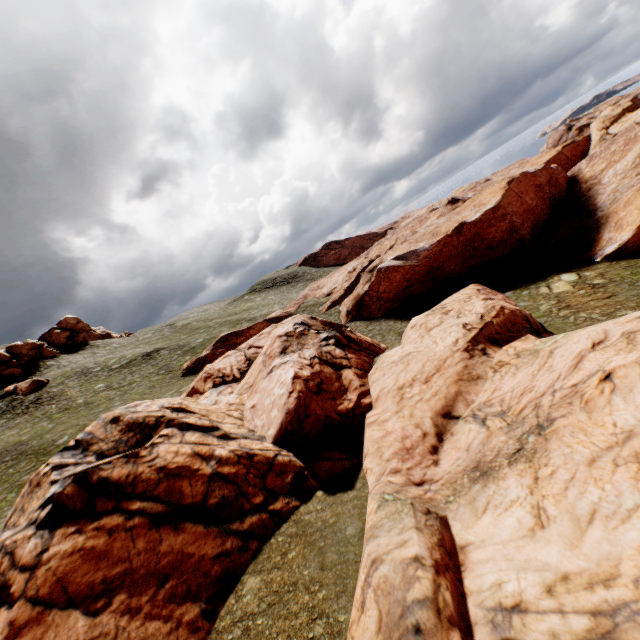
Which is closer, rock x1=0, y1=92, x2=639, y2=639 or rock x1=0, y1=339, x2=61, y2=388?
rock x1=0, y1=92, x2=639, y2=639

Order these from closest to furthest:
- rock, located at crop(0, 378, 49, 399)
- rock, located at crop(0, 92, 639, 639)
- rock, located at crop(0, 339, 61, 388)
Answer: rock, located at crop(0, 92, 639, 639) < rock, located at crop(0, 378, 49, 399) < rock, located at crop(0, 339, 61, 388)

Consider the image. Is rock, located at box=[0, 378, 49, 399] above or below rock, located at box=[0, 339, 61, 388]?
below

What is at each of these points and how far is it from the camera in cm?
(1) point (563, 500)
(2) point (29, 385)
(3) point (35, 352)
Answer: (1) rock, 988
(2) rock, 4538
(3) rock, 5400

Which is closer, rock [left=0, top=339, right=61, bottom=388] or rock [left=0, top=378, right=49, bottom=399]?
rock [left=0, top=378, right=49, bottom=399]

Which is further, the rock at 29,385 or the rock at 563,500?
the rock at 29,385

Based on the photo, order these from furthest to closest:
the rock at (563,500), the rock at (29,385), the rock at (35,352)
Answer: the rock at (35,352), the rock at (29,385), the rock at (563,500)
